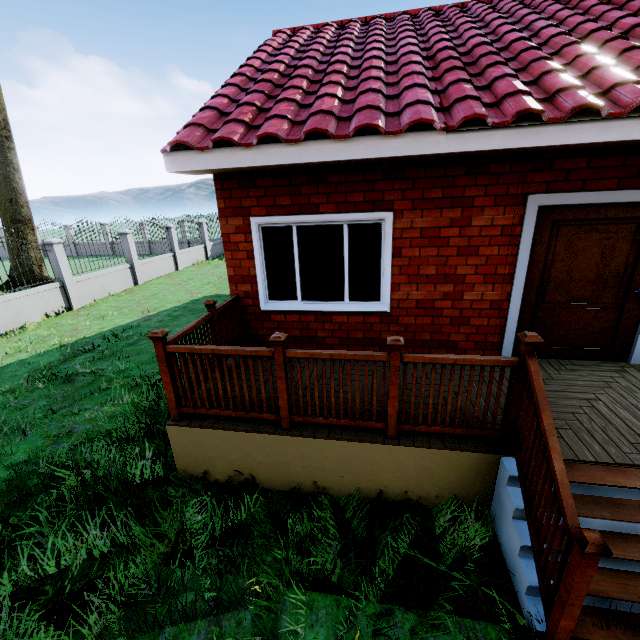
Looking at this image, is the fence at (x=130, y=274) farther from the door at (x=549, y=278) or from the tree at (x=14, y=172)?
the door at (x=549, y=278)

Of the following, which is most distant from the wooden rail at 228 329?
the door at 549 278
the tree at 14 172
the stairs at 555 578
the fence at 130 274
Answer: the tree at 14 172

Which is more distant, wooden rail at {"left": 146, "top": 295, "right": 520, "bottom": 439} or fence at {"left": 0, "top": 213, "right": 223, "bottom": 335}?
fence at {"left": 0, "top": 213, "right": 223, "bottom": 335}

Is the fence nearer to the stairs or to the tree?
the tree

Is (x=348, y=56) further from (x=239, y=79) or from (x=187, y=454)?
(x=187, y=454)

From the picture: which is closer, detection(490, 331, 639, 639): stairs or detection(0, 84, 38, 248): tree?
detection(490, 331, 639, 639): stairs

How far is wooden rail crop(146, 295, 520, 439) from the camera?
2.9m

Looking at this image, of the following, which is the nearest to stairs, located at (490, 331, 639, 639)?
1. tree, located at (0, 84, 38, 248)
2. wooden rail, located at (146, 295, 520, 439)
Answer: wooden rail, located at (146, 295, 520, 439)
